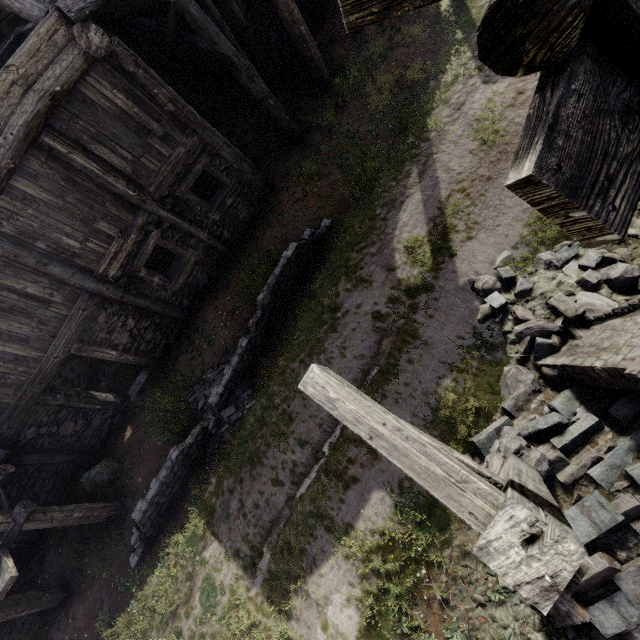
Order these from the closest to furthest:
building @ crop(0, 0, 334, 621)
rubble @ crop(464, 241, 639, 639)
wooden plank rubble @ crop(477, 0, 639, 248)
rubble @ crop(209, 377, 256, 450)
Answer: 1. wooden plank rubble @ crop(477, 0, 639, 248)
2. rubble @ crop(464, 241, 639, 639)
3. building @ crop(0, 0, 334, 621)
4. rubble @ crop(209, 377, 256, 450)

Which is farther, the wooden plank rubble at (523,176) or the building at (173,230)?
the building at (173,230)

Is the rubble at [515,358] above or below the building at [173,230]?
below

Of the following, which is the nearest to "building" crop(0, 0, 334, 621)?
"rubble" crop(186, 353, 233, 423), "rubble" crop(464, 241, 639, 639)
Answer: "rubble" crop(464, 241, 639, 639)

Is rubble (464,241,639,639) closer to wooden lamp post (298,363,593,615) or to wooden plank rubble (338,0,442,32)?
wooden lamp post (298,363,593,615)

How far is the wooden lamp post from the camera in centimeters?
123cm

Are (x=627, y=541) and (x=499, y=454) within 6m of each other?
yes

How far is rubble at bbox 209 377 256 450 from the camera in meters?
7.8
